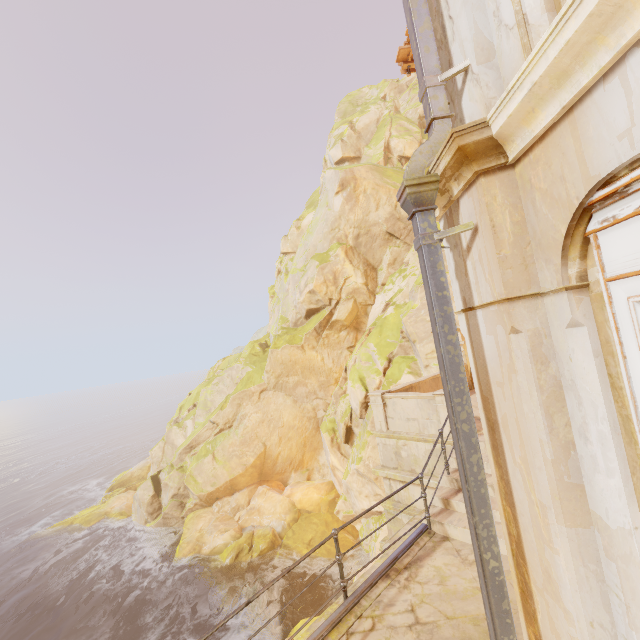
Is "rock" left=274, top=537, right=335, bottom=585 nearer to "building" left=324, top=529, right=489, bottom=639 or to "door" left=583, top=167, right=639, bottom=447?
"building" left=324, top=529, right=489, bottom=639

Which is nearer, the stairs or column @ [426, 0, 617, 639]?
column @ [426, 0, 617, 639]

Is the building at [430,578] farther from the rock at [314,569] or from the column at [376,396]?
the rock at [314,569]

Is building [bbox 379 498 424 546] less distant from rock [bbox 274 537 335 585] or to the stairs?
the stairs

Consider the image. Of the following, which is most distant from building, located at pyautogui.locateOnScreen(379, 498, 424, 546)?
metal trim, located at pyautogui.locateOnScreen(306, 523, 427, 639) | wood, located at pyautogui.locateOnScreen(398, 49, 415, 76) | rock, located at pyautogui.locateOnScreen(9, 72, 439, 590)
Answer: wood, located at pyautogui.locateOnScreen(398, 49, 415, 76)

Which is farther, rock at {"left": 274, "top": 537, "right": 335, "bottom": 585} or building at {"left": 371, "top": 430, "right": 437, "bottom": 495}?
rock at {"left": 274, "top": 537, "right": 335, "bottom": 585}

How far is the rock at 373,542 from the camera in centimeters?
1638cm

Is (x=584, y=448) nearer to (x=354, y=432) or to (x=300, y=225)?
(x=354, y=432)
